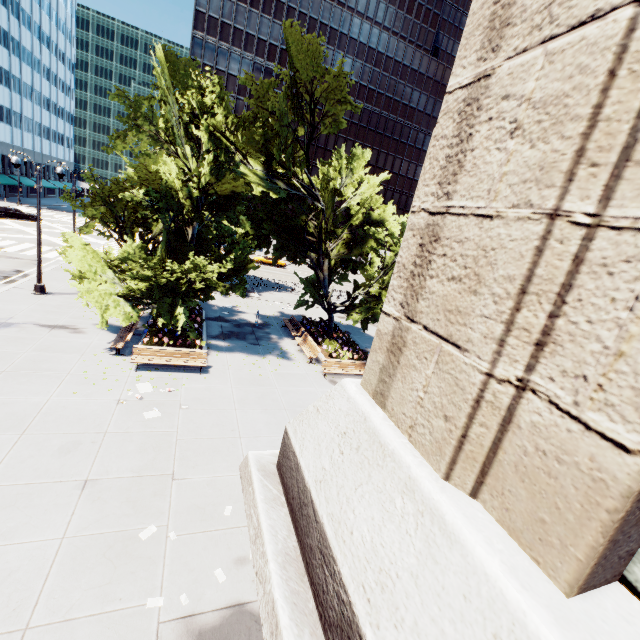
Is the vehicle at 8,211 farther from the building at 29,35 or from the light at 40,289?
the light at 40,289

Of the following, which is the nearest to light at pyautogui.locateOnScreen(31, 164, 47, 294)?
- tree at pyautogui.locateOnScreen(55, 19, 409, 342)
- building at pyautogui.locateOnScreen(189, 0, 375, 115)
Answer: tree at pyautogui.locateOnScreen(55, 19, 409, 342)

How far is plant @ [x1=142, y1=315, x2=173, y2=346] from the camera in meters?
14.9

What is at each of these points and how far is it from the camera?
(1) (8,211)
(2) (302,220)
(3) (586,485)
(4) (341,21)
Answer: (1) vehicle, 38.5m
(2) tree, 19.5m
(3) building, 1.2m
(4) building, 57.8m

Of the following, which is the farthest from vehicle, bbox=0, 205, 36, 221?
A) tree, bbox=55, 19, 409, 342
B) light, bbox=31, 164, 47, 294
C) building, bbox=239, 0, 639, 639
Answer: A: building, bbox=239, 0, 639, 639

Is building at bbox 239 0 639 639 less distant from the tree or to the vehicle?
the tree

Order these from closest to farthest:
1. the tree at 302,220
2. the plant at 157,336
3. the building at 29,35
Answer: the tree at 302,220, the plant at 157,336, the building at 29,35

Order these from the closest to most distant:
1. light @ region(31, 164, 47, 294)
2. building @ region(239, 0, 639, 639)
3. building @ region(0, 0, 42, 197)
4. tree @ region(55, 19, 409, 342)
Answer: building @ region(239, 0, 639, 639), tree @ region(55, 19, 409, 342), light @ region(31, 164, 47, 294), building @ region(0, 0, 42, 197)
